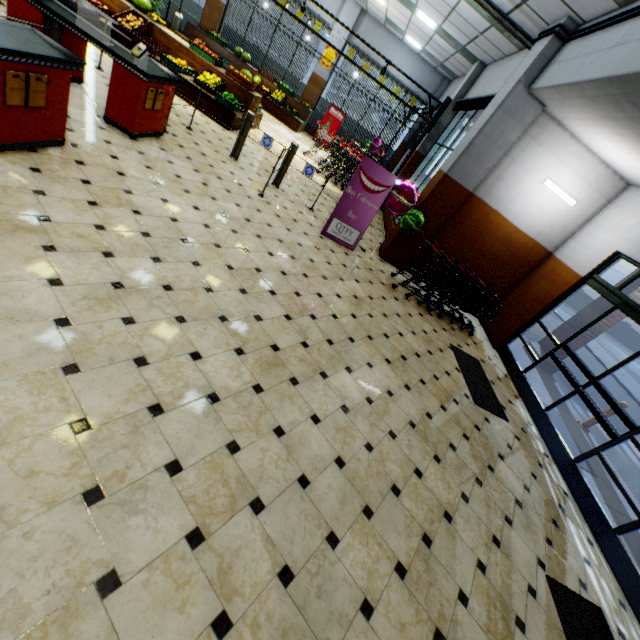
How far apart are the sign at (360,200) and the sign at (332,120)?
10.0 meters

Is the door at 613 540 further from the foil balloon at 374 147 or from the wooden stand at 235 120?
the foil balloon at 374 147

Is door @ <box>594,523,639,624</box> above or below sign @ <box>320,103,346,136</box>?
below

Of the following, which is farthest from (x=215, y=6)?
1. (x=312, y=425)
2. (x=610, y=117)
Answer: (x=312, y=425)

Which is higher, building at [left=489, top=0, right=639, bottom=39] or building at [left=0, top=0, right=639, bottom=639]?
building at [left=489, top=0, right=639, bottom=39]

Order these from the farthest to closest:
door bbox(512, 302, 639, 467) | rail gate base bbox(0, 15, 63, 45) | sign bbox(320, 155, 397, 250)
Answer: sign bbox(320, 155, 397, 250)
door bbox(512, 302, 639, 467)
rail gate base bbox(0, 15, 63, 45)

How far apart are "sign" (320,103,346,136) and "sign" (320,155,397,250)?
10.0 meters

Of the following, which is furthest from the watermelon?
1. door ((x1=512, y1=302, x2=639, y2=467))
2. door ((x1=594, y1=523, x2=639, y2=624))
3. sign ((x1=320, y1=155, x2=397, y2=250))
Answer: door ((x1=594, y1=523, x2=639, y2=624))
